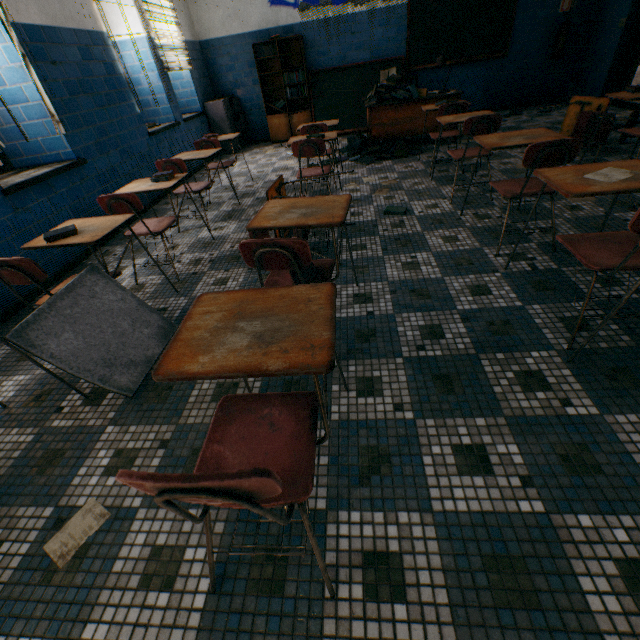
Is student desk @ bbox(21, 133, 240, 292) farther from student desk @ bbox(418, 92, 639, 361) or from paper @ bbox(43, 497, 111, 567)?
student desk @ bbox(418, 92, 639, 361)

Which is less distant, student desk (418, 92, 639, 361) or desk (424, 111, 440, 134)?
student desk (418, 92, 639, 361)

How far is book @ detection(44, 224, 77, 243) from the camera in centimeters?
200cm

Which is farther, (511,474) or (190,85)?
(190,85)

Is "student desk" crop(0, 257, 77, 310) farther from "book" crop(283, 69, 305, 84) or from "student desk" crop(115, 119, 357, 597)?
"book" crop(283, 69, 305, 84)

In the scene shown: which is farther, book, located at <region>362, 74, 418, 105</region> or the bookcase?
the bookcase

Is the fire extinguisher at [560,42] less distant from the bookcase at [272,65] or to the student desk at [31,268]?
the bookcase at [272,65]

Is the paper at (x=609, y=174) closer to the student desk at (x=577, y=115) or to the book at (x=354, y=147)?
the student desk at (x=577, y=115)
